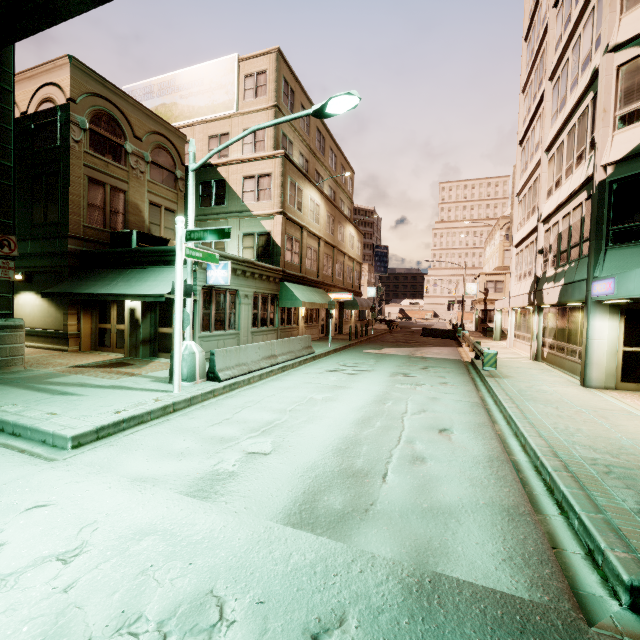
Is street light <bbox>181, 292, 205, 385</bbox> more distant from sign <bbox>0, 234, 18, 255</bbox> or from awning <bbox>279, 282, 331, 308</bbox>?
awning <bbox>279, 282, 331, 308</bbox>

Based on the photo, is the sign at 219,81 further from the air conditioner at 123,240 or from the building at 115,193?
the air conditioner at 123,240

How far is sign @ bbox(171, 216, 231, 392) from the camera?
8.4m

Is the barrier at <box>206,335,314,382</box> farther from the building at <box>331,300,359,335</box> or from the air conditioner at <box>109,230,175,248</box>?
the air conditioner at <box>109,230,175,248</box>

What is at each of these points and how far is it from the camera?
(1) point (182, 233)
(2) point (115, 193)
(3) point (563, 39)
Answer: (1) sign, 8.61m
(2) building, 16.77m
(3) building, 15.52m

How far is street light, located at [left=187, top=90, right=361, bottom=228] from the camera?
7.9 meters

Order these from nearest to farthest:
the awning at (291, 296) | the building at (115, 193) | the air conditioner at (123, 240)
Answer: the building at (115, 193) < the air conditioner at (123, 240) < the awning at (291, 296)

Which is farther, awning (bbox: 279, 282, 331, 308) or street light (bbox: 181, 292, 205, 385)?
awning (bbox: 279, 282, 331, 308)
